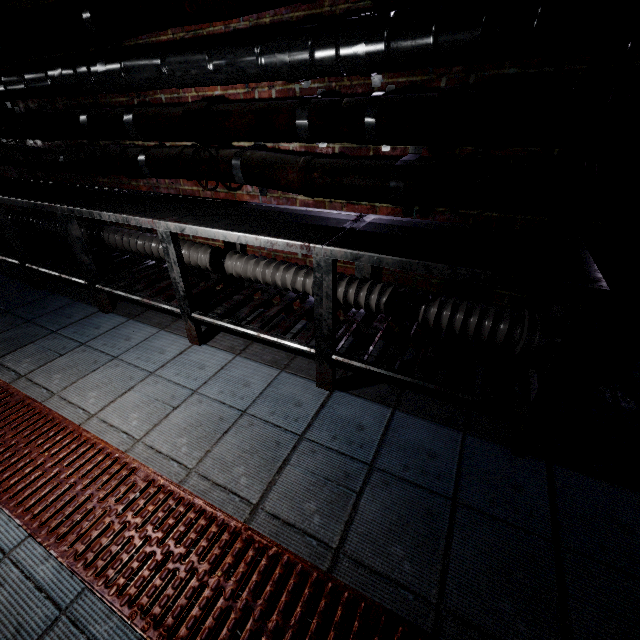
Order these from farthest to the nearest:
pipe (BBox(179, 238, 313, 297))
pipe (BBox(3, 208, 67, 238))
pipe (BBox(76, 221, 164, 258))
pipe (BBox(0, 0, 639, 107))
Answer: pipe (BBox(3, 208, 67, 238)) → pipe (BBox(76, 221, 164, 258)) → pipe (BBox(179, 238, 313, 297)) → pipe (BBox(0, 0, 639, 107))

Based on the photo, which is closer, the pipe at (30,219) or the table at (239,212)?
the table at (239,212)

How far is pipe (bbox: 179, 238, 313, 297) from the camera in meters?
2.0 m

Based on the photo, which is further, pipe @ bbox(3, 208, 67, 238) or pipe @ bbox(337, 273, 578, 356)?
pipe @ bbox(3, 208, 67, 238)

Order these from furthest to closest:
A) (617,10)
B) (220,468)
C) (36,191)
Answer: (36,191), (220,468), (617,10)

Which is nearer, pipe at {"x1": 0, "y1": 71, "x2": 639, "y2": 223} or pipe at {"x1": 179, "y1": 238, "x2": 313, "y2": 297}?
pipe at {"x1": 0, "y1": 71, "x2": 639, "y2": 223}
